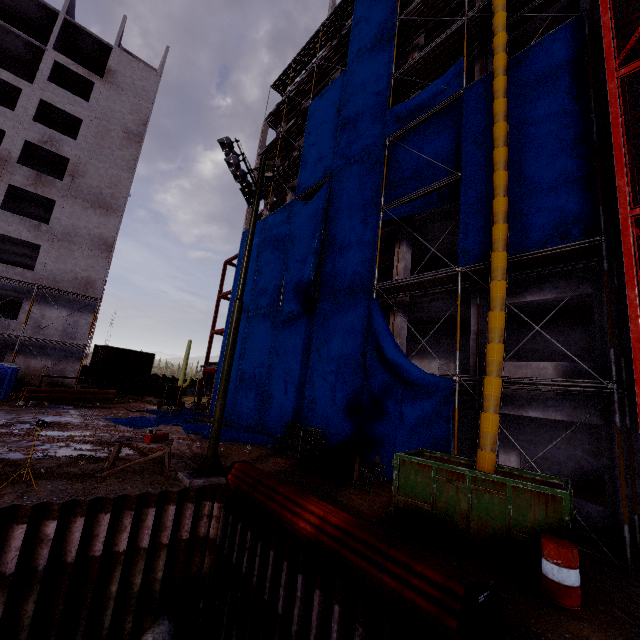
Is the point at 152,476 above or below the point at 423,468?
below

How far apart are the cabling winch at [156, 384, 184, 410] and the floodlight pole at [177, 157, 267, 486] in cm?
1721

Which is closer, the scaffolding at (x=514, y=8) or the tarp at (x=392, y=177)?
the scaffolding at (x=514, y=8)

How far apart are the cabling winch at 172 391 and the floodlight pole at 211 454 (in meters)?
17.21

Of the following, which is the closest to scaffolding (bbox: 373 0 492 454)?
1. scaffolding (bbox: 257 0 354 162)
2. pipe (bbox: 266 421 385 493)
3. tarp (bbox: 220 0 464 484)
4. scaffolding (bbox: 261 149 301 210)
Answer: tarp (bbox: 220 0 464 484)

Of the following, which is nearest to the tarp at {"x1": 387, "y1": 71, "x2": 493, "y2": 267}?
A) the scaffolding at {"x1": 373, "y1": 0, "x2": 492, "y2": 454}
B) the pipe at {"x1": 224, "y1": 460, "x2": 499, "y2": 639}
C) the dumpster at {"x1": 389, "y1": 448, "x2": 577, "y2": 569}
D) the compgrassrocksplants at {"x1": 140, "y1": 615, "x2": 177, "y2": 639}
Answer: the scaffolding at {"x1": 373, "y1": 0, "x2": 492, "y2": 454}

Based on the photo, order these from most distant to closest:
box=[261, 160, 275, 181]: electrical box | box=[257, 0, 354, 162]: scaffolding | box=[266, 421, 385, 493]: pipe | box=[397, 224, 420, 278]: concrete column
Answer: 1. box=[257, 0, 354, 162]: scaffolding
2. box=[397, 224, 420, 278]: concrete column
3. box=[261, 160, 275, 181]: electrical box
4. box=[266, 421, 385, 493]: pipe

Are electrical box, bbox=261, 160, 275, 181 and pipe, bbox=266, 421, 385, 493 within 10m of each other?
no
